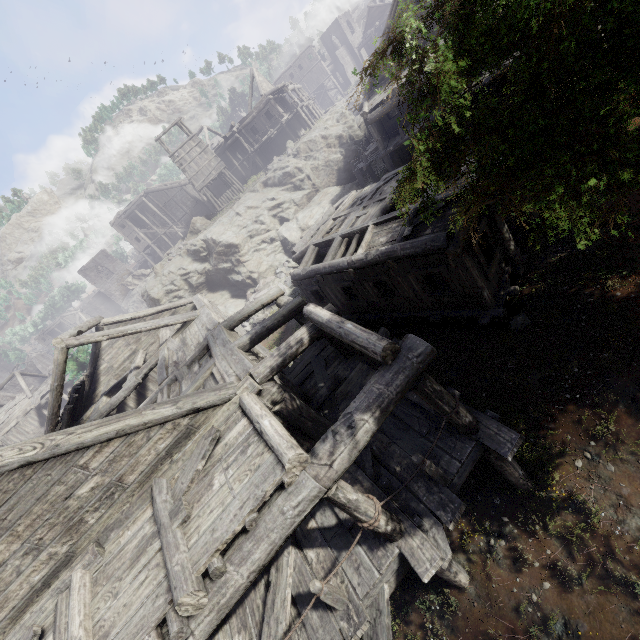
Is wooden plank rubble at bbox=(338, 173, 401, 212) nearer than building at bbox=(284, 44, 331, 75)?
Yes

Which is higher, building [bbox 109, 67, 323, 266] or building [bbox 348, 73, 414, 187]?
building [bbox 109, 67, 323, 266]

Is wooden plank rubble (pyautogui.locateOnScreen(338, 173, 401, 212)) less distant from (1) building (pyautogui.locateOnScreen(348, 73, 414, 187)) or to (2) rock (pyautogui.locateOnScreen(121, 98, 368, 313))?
(1) building (pyautogui.locateOnScreen(348, 73, 414, 187))

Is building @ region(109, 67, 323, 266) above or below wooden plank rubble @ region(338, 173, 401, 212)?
above

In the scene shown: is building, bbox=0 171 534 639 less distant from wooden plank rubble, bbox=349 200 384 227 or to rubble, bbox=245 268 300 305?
wooden plank rubble, bbox=349 200 384 227

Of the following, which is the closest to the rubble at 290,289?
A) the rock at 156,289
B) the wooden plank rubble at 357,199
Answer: the rock at 156,289

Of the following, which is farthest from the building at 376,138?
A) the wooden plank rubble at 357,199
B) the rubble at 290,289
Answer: the rubble at 290,289

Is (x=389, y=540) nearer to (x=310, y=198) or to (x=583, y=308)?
(x=583, y=308)
